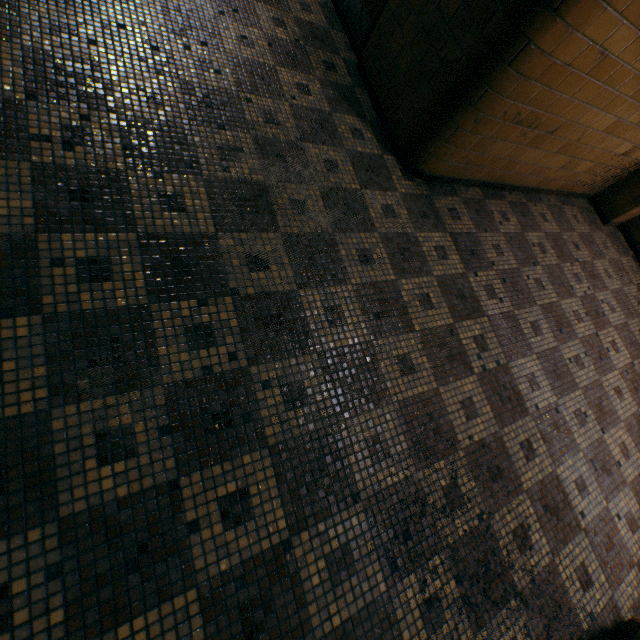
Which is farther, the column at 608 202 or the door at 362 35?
the column at 608 202

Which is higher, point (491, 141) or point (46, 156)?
point (491, 141)

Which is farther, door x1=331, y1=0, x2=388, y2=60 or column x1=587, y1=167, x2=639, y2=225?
column x1=587, y1=167, x2=639, y2=225
